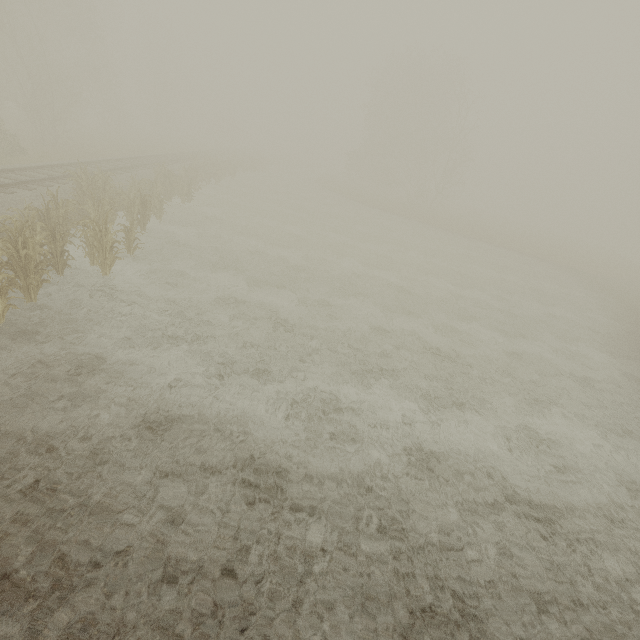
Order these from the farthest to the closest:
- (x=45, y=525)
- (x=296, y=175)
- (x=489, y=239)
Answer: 1. (x=296, y=175)
2. (x=489, y=239)
3. (x=45, y=525)

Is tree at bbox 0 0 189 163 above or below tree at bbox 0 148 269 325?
above

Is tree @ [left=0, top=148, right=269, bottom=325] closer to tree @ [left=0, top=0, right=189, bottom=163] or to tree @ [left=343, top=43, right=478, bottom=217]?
tree @ [left=0, top=0, right=189, bottom=163]

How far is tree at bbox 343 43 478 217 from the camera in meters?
36.6

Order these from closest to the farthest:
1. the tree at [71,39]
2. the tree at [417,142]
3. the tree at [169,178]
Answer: the tree at [169,178]
the tree at [71,39]
the tree at [417,142]

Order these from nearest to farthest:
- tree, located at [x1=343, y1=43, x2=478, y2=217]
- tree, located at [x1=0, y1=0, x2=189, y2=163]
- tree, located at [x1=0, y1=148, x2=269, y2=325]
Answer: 1. tree, located at [x1=0, y1=148, x2=269, y2=325]
2. tree, located at [x1=0, y1=0, x2=189, y2=163]
3. tree, located at [x1=343, y1=43, x2=478, y2=217]

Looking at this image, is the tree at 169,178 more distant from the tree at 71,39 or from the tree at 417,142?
the tree at 417,142
